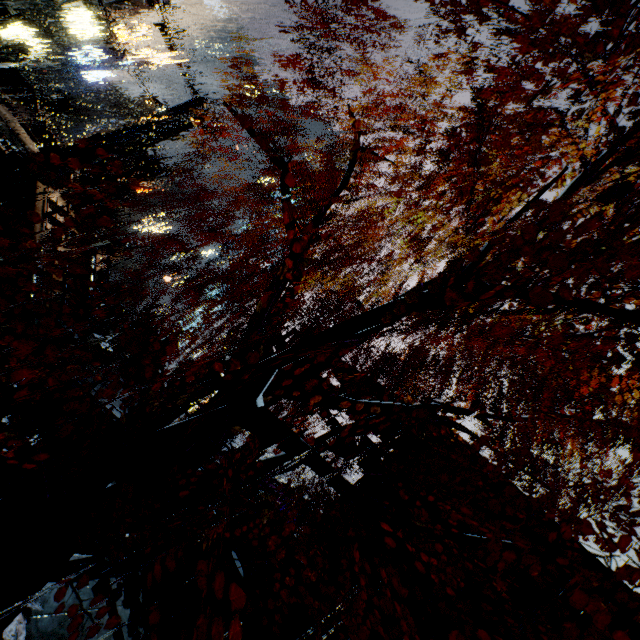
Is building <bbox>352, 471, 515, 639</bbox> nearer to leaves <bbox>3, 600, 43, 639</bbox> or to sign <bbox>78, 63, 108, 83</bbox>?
sign <bbox>78, 63, 108, 83</bbox>

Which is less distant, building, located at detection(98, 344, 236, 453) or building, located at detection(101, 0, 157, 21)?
building, located at detection(98, 344, 236, 453)

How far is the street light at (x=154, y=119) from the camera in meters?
12.0 m

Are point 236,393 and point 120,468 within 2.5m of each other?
yes

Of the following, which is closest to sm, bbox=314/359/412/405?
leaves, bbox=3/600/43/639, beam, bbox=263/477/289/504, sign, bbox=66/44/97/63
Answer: beam, bbox=263/477/289/504

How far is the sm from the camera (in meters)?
13.38

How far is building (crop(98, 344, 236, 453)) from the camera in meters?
11.6

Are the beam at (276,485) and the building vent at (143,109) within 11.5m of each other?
no
